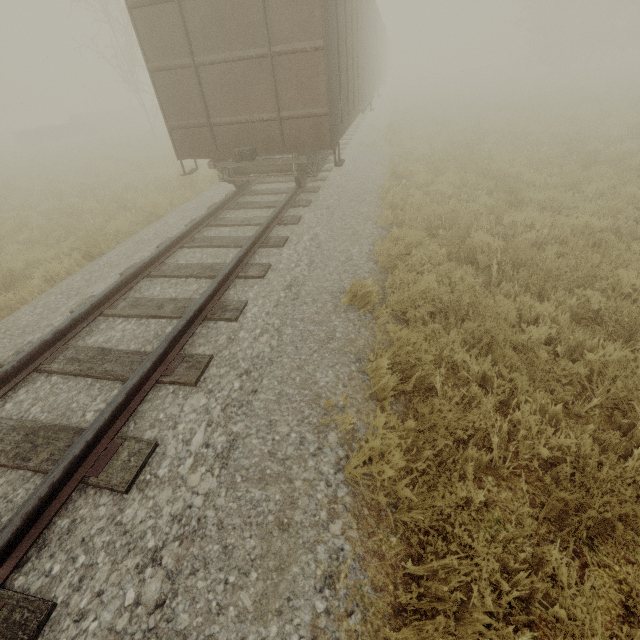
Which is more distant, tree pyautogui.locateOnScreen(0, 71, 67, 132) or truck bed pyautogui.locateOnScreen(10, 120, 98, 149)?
tree pyautogui.locateOnScreen(0, 71, 67, 132)

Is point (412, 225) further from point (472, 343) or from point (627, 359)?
point (627, 359)

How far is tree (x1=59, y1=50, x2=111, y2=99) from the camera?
55.75m

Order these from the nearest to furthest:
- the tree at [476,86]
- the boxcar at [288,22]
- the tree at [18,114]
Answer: the boxcar at [288,22]
the tree at [476,86]
the tree at [18,114]

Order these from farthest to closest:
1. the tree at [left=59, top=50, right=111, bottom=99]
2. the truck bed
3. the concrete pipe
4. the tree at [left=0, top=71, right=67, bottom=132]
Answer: the tree at [left=59, top=50, right=111, bottom=99] < the tree at [left=0, top=71, right=67, bottom=132] < the concrete pipe < the truck bed

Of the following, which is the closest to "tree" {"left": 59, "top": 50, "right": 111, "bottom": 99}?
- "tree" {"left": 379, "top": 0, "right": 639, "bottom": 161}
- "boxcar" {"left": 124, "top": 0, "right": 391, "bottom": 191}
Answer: "boxcar" {"left": 124, "top": 0, "right": 391, "bottom": 191}

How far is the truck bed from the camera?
26.96m

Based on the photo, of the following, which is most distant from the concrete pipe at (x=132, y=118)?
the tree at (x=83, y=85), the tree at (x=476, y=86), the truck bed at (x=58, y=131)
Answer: the tree at (x=476, y=86)
